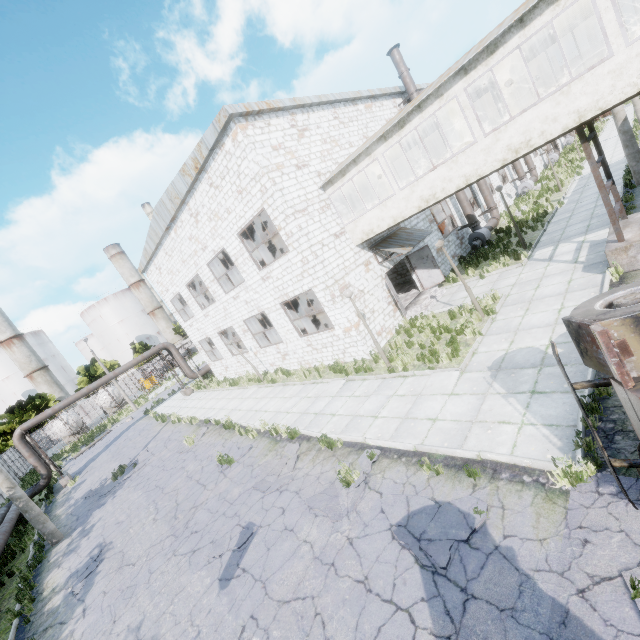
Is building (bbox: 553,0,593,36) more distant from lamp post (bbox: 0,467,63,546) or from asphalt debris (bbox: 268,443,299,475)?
lamp post (bbox: 0,467,63,546)

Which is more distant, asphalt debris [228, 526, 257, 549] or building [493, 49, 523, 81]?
building [493, 49, 523, 81]

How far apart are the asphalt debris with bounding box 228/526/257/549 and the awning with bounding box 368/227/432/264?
11.7m

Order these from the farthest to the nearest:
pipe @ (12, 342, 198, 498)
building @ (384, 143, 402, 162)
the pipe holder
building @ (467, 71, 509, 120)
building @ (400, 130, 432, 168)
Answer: pipe @ (12, 342, 198, 498) → building @ (384, 143, 402, 162) → building @ (400, 130, 432, 168) → building @ (467, 71, 509, 120) → the pipe holder

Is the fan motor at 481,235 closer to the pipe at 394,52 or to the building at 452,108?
the pipe at 394,52

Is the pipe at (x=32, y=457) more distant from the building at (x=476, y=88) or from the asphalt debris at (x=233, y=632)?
the building at (x=476, y=88)

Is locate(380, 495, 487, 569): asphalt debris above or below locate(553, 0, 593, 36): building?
below

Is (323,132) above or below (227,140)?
below
